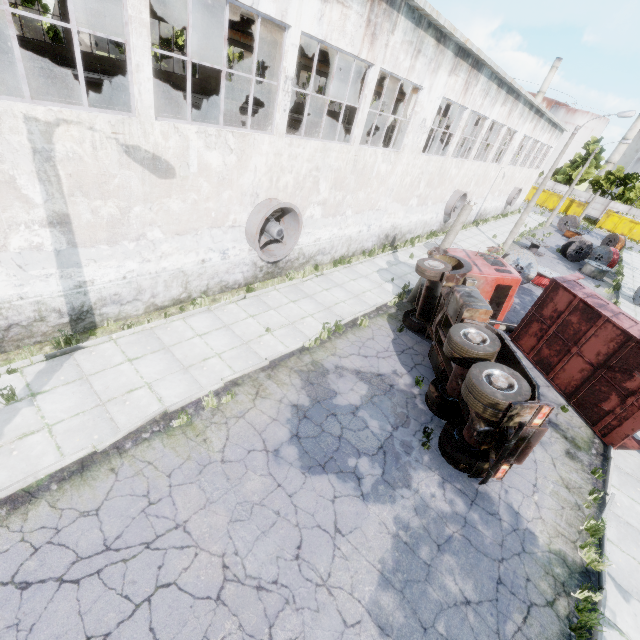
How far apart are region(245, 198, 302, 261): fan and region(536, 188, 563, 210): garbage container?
57.6 meters

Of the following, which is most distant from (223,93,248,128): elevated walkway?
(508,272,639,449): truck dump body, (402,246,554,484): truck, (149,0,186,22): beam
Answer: (508,272,639,449): truck dump body

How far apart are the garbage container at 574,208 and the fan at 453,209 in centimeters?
3963cm

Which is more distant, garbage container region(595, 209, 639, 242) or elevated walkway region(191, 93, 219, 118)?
garbage container region(595, 209, 639, 242)

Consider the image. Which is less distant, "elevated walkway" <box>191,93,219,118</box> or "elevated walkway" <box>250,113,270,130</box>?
"elevated walkway" <box>250,113,270,130</box>

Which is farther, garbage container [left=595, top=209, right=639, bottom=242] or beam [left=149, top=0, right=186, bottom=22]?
garbage container [left=595, top=209, right=639, bottom=242]

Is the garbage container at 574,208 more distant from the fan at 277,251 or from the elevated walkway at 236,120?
the fan at 277,251

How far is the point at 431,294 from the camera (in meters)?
12.27
